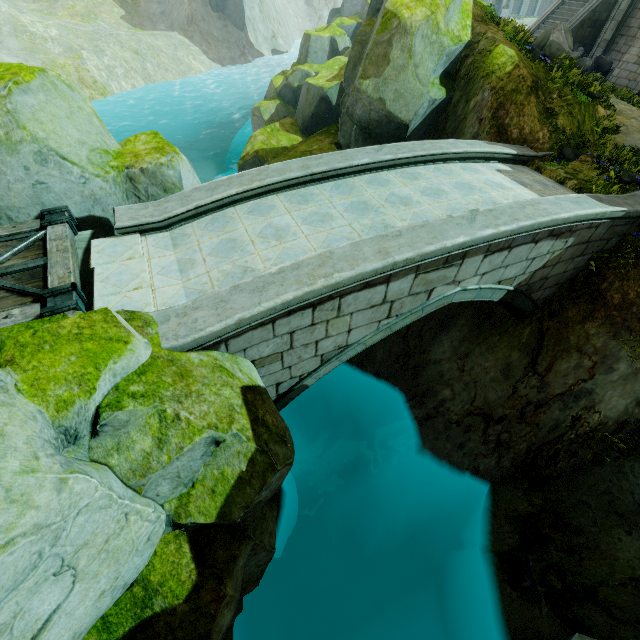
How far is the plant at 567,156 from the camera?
9.2m

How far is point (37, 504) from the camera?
2.57m

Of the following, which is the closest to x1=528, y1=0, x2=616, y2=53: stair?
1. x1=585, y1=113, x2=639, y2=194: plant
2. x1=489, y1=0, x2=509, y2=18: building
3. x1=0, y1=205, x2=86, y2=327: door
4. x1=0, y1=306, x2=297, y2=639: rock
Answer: x1=585, y1=113, x2=639, y2=194: plant

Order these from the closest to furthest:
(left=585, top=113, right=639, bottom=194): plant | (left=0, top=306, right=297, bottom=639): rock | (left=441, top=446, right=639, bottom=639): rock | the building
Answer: (left=0, top=306, right=297, bottom=639): rock < (left=441, top=446, right=639, bottom=639): rock < (left=585, top=113, right=639, bottom=194): plant < the building

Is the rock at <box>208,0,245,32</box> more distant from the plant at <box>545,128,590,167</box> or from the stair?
the stair

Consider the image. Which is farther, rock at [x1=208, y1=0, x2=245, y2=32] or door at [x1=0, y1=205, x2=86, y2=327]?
rock at [x1=208, y1=0, x2=245, y2=32]

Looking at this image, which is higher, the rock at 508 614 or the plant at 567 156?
the plant at 567 156

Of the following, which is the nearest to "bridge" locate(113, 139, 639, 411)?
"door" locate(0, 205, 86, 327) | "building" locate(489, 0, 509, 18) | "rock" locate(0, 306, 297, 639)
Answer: "rock" locate(0, 306, 297, 639)
